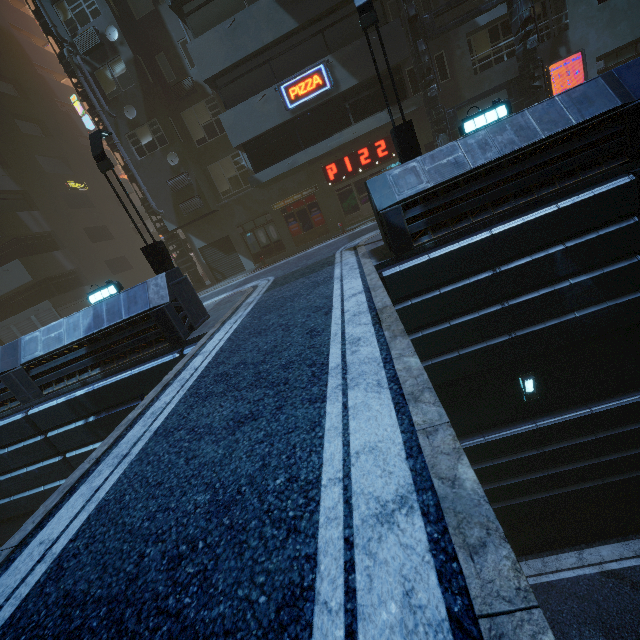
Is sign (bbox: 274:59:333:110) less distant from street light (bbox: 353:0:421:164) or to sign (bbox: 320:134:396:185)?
sign (bbox: 320:134:396:185)

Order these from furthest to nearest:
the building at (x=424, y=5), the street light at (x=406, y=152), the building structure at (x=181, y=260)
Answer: the building structure at (x=181, y=260) → the building at (x=424, y=5) → the street light at (x=406, y=152)

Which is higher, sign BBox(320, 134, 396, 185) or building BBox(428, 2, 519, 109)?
building BBox(428, 2, 519, 109)

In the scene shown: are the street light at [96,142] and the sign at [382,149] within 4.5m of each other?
no

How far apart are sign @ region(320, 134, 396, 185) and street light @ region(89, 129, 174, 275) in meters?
10.5

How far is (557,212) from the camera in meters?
7.3 m

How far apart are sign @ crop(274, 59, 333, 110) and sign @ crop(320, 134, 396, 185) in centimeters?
366cm

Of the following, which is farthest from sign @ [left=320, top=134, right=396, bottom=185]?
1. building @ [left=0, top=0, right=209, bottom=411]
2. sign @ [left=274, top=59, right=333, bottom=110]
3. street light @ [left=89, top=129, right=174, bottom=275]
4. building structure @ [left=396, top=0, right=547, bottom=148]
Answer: street light @ [left=89, top=129, right=174, bottom=275]
